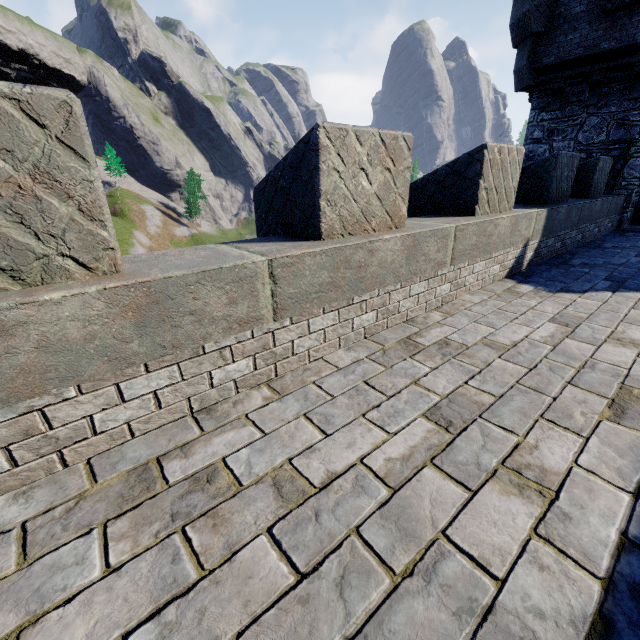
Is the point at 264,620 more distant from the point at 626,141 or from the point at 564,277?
the point at 626,141
